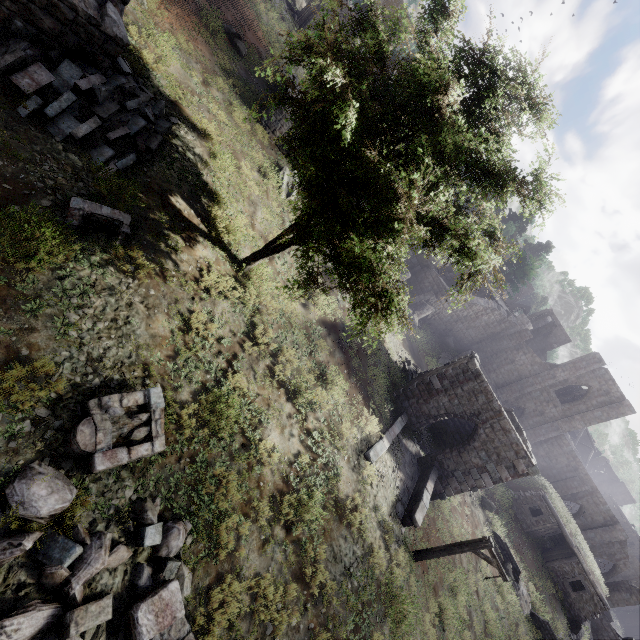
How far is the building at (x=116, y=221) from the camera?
7.3m

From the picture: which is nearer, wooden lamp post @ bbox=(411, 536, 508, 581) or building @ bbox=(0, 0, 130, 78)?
building @ bbox=(0, 0, 130, 78)

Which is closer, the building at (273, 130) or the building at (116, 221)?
the building at (116, 221)

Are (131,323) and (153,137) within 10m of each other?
yes

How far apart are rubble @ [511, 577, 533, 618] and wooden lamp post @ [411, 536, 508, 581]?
12.8m

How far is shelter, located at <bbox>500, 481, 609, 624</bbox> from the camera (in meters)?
23.89

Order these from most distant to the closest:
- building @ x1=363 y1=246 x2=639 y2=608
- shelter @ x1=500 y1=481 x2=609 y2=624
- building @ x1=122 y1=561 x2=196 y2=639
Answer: shelter @ x1=500 y1=481 x2=609 y2=624 < building @ x1=363 y1=246 x2=639 y2=608 < building @ x1=122 y1=561 x2=196 y2=639

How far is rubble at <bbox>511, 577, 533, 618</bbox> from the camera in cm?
2030
